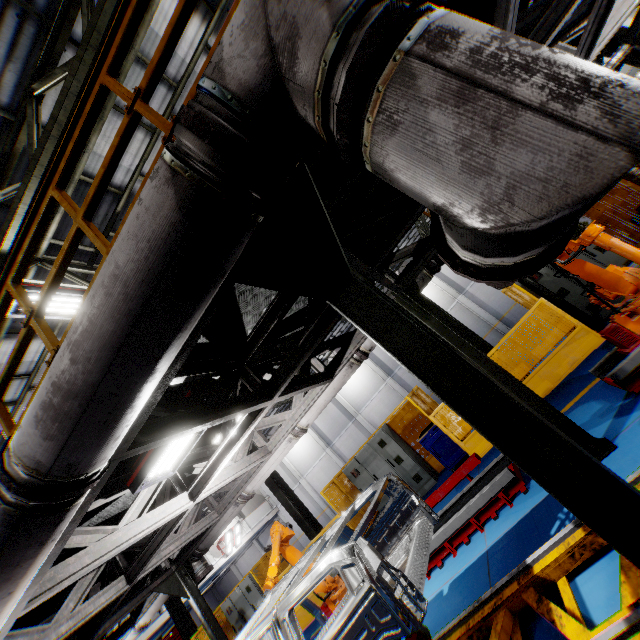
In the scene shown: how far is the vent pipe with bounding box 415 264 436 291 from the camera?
5.38m

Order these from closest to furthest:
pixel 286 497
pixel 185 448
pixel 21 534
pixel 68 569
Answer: pixel 21 534, pixel 68 569, pixel 185 448, pixel 286 497

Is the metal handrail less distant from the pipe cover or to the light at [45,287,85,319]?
the pipe cover

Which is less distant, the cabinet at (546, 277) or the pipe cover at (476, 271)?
the pipe cover at (476, 271)

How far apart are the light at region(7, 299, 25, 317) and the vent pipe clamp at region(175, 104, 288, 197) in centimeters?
552cm

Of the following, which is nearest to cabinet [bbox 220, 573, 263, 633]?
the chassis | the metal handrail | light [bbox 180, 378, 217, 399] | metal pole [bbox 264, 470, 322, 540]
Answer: metal pole [bbox 264, 470, 322, 540]

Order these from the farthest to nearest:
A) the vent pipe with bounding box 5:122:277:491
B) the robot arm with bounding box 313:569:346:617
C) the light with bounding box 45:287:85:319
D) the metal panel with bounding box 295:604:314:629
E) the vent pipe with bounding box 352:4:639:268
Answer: the metal panel with bounding box 295:604:314:629
the robot arm with bounding box 313:569:346:617
the light with bounding box 45:287:85:319
the vent pipe with bounding box 5:122:277:491
the vent pipe with bounding box 352:4:639:268

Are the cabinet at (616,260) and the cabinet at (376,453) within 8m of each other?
yes
